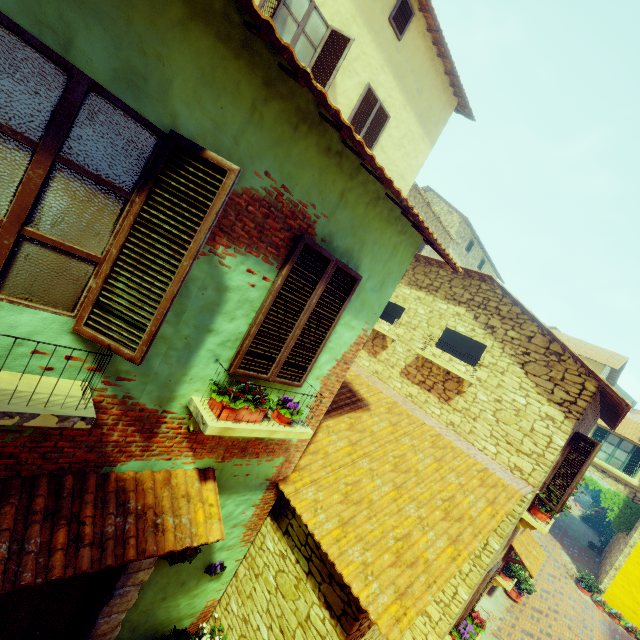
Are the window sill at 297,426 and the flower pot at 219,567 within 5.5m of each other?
yes

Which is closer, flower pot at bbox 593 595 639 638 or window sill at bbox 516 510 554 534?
window sill at bbox 516 510 554 534

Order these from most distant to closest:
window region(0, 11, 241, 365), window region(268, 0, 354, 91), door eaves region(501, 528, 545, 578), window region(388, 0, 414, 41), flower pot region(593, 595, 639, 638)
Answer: flower pot region(593, 595, 639, 638)
door eaves region(501, 528, 545, 578)
window region(388, 0, 414, 41)
window region(268, 0, 354, 91)
window region(0, 11, 241, 365)

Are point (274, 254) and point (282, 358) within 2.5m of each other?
yes

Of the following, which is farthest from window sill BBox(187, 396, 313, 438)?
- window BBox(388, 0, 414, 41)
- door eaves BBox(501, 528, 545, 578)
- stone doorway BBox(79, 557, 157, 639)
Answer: window BBox(388, 0, 414, 41)

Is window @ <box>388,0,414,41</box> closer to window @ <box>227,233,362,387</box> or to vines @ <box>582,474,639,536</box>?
window @ <box>227,233,362,387</box>

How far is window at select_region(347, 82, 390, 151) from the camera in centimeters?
777cm

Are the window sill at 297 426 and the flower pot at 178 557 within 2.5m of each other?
yes
